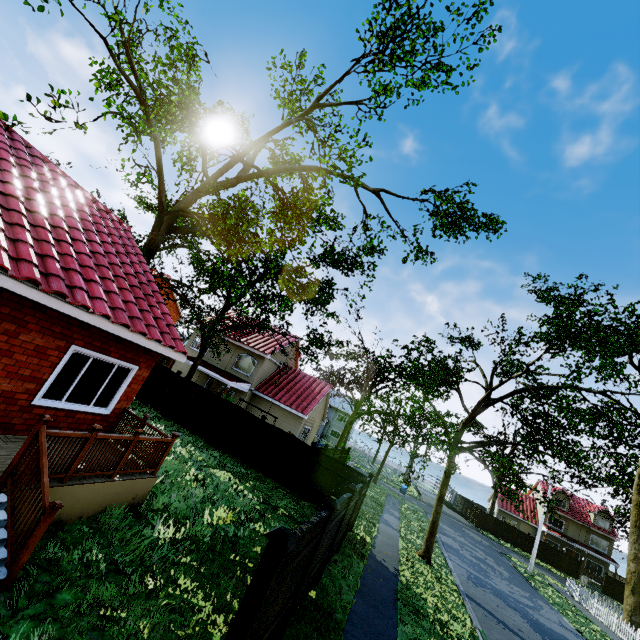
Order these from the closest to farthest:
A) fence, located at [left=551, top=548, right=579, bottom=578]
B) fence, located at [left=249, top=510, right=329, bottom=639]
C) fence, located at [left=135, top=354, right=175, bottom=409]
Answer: fence, located at [left=249, top=510, right=329, bottom=639] → fence, located at [left=135, top=354, right=175, bottom=409] → fence, located at [left=551, top=548, right=579, bottom=578]

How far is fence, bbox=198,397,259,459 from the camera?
16.5 meters

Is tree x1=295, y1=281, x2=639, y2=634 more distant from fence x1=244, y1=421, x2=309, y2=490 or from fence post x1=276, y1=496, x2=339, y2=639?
fence post x1=276, y1=496, x2=339, y2=639

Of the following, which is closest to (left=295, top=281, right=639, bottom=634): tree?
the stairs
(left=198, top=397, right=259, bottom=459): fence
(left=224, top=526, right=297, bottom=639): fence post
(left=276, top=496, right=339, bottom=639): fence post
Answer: (left=198, top=397, right=259, bottom=459): fence

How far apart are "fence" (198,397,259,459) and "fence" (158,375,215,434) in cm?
13

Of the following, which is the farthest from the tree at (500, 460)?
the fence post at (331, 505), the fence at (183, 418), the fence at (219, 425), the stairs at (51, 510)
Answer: the stairs at (51, 510)

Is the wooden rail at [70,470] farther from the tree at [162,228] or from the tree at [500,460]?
the tree at [162,228]

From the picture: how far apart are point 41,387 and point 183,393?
11.9m
